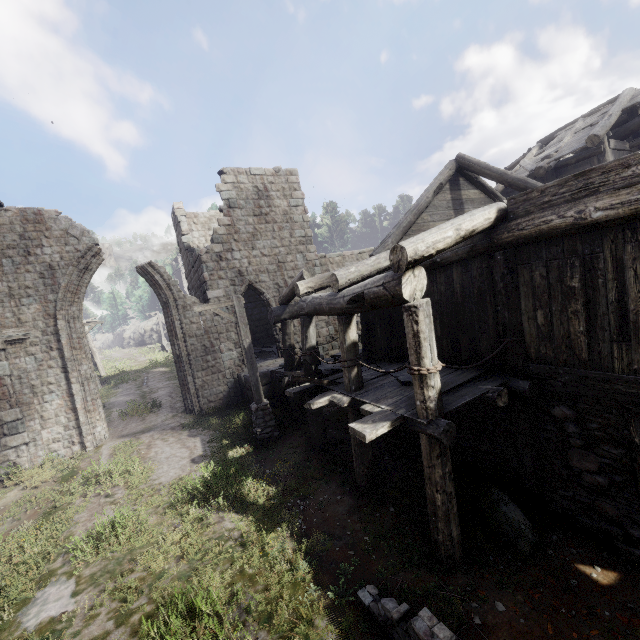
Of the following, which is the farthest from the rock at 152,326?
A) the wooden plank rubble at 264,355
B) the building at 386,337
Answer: the wooden plank rubble at 264,355

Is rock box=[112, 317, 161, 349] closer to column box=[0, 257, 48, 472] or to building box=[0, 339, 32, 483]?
building box=[0, 339, 32, 483]

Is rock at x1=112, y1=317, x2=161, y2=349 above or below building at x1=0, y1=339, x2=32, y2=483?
above

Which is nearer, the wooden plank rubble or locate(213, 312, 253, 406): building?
locate(213, 312, 253, 406): building

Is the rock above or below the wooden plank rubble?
above

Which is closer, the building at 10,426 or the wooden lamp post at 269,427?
the wooden lamp post at 269,427

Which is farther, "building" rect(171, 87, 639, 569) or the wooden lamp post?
the wooden lamp post

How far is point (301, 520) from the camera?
6.5 meters
